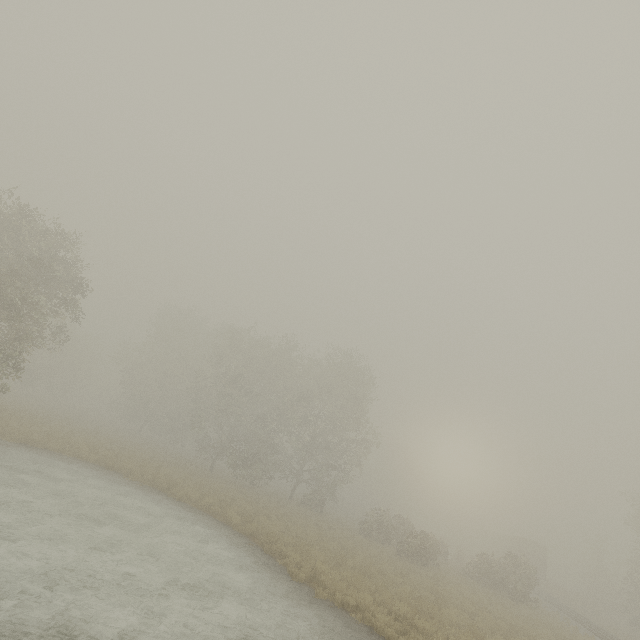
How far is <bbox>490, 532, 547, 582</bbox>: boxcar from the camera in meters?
40.3 m

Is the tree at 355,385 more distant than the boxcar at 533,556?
No

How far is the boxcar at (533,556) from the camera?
40.3m

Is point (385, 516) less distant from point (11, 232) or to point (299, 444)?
point (299, 444)

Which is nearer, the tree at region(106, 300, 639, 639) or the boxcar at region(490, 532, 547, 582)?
the tree at region(106, 300, 639, 639)
